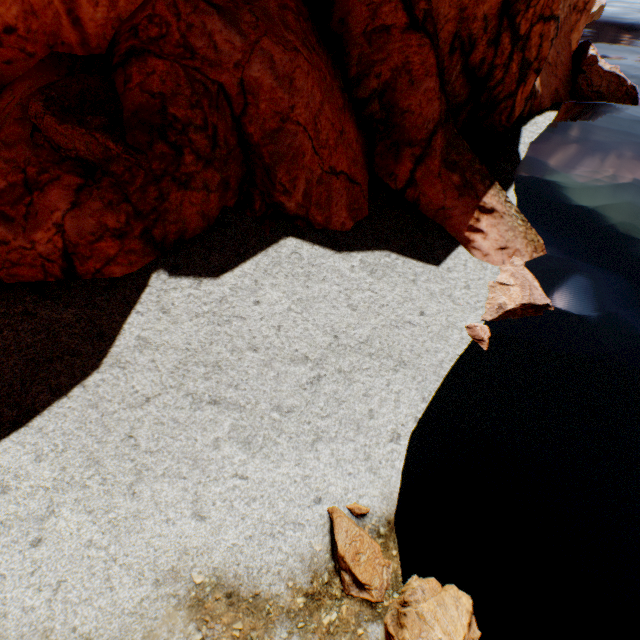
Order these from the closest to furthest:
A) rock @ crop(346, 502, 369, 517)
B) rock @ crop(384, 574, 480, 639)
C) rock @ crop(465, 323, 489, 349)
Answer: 1. rock @ crop(384, 574, 480, 639)
2. rock @ crop(346, 502, 369, 517)
3. rock @ crop(465, 323, 489, 349)

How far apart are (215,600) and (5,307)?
7.6 meters

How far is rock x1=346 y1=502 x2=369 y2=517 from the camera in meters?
6.7

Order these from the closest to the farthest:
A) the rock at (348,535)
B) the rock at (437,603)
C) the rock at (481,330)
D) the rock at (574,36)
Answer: the rock at (437,603) → the rock at (348,535) → the rock at (574,36) → the rock at (481,330)

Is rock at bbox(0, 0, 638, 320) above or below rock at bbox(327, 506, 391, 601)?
above

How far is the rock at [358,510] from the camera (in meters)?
6.69
